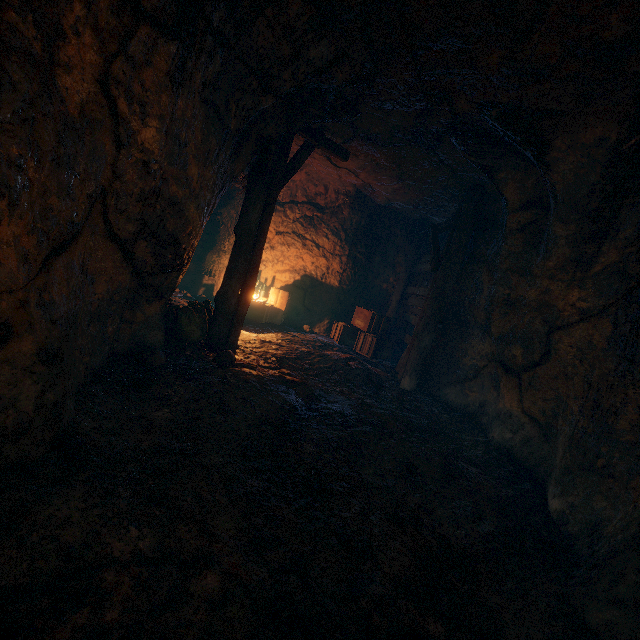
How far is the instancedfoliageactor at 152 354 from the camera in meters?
4.3 m

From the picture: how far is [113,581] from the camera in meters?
1.6

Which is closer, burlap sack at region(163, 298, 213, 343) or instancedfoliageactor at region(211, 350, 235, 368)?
instancedfoliageactor at region(211, 350, 235, 368)

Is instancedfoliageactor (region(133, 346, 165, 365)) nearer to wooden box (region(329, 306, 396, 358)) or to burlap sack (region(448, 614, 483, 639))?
burlap sack (region(448, 614, 483, 639))

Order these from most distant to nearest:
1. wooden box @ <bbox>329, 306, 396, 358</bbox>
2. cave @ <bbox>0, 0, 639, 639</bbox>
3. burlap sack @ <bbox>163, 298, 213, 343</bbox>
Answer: wooden box @ <bbox>329, 306, 396, 358</bbox> < burlap sack @ <bbox>163, 298, 213, 343</bbox> < cave @ <bbox>0, 0, 639, 639</bbox>

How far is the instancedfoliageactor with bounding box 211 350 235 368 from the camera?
4.7 meters

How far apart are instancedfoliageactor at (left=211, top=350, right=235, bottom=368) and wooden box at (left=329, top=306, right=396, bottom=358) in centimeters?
452cm

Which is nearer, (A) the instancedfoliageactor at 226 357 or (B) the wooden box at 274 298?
(A) the instancedfoliageactor at 226 357
